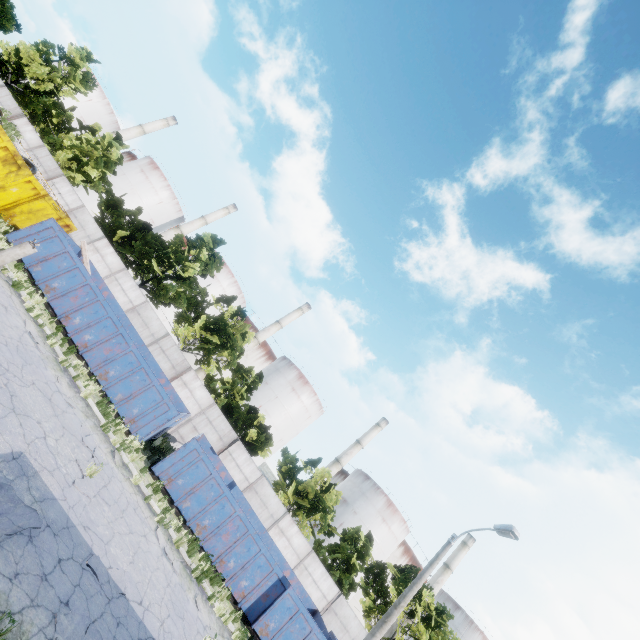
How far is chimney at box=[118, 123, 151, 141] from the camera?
58.1m

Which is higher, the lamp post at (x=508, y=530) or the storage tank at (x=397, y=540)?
the storage tank at (x=397, y=540)

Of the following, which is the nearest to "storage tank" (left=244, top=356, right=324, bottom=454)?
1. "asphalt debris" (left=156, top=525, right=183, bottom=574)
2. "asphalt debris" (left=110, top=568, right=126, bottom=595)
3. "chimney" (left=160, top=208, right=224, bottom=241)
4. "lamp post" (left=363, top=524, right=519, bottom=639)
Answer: "chimney" (left=160, top=208, right=224, bottom=241)

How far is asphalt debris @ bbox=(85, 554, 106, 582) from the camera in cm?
696

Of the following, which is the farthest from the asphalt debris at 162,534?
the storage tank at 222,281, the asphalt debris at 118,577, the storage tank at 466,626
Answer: the storage tank at 466,626

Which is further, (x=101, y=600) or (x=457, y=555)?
(x=457, y=555)

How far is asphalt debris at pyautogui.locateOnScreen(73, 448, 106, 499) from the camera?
8.5 meters

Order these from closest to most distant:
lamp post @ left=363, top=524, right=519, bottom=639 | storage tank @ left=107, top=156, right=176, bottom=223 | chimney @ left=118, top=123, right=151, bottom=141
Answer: lamp post @ left=363, top=524, right=519, bottom=639
storage tank @ left=107, top=156, right=176, bottom=223
chimney @ left=118, top=123, right=151, bottom=141
